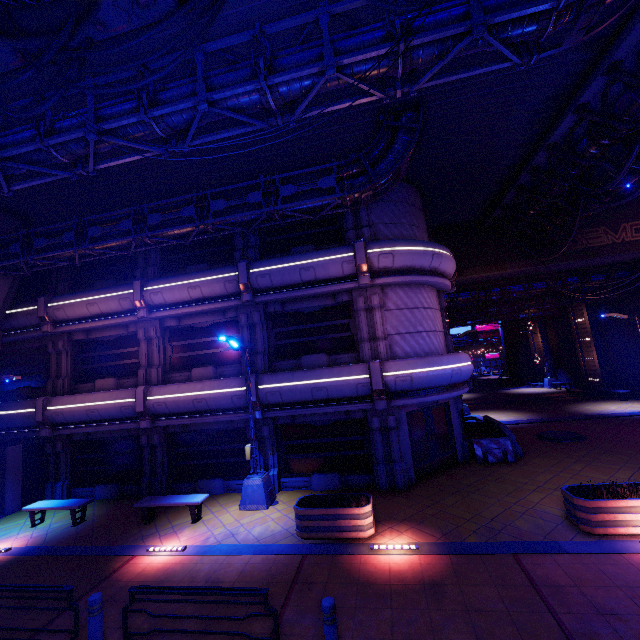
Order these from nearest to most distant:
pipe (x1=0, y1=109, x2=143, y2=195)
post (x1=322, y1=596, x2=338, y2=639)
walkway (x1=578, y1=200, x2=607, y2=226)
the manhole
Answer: post (x1=322, y1=596, x2=338, y2=639) → pipe (x1=0, y1=109, x2=143, y2=195) → walkway (x1=578, y1=200, x2=607, y2=226) → the manhole

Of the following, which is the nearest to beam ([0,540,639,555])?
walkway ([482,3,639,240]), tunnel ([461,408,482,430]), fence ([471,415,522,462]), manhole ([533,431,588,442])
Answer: fence ([471,415,522,462])

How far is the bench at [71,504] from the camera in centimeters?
1165cm

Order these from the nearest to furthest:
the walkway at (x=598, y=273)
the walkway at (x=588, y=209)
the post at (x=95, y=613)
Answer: the post at (x=95, y=613) < the walkway at (x=588, y=209) < the walkway at (x=598, y=273)

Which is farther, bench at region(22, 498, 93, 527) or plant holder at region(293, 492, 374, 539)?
bench at region(22, 498, 93, 527)

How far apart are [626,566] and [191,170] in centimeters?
1666cm

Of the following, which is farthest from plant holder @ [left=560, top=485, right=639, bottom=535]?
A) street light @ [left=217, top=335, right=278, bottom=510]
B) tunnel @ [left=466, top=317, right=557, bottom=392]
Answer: tunnel @ [left=466, top=317, right=557, bottom=392]

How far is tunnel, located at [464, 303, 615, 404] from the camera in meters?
25.7 m
